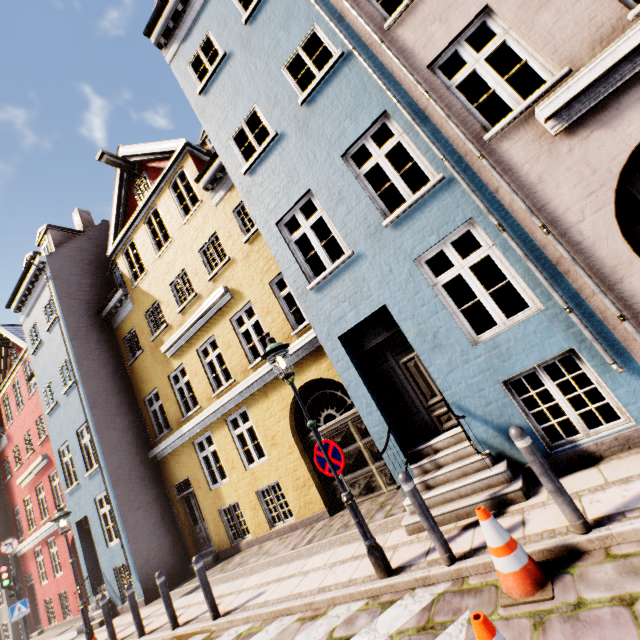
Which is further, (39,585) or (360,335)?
(39,585)

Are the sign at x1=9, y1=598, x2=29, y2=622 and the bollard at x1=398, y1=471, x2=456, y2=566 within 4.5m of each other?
no

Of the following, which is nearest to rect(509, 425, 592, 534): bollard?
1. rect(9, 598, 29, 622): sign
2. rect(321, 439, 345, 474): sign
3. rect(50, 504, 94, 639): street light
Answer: rect(321, 439, 345, 474): sign

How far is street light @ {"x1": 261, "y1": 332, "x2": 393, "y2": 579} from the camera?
4.38m

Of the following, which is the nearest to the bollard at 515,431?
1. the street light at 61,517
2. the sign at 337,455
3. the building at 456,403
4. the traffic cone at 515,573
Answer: the traffic cone at 515,573

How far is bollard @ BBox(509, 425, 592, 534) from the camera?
3.21m

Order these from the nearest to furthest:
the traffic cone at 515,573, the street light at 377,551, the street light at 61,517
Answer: the traffic cone at 515,573, the street light at 377,551, the street light at 61,517

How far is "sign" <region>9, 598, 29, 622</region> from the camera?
11.2 meters
